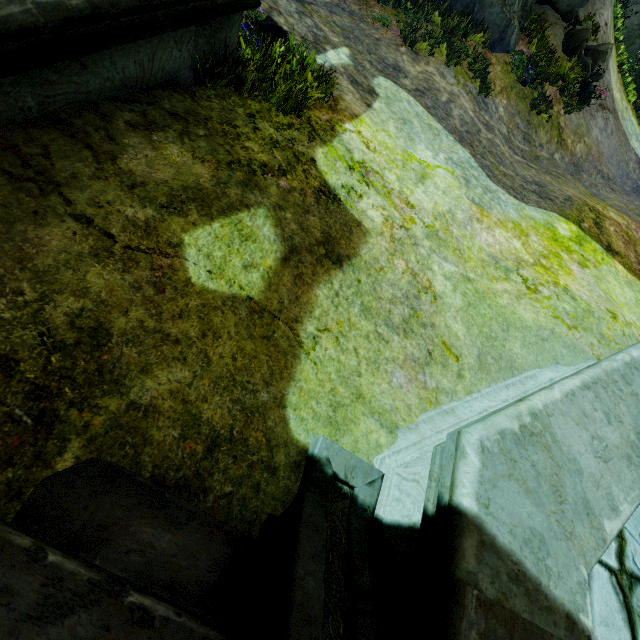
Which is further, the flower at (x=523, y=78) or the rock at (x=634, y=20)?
the rock at (x=634, y=20)

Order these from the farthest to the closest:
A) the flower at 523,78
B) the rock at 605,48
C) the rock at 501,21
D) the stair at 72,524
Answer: the rock at 605,48 < the flower at 523,78 < the rock at 501,21 < the stair at 72,524

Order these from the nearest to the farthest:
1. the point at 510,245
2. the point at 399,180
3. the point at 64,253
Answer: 1. the point at 64,253
2. the point at 399,180
3. the point at 510,245

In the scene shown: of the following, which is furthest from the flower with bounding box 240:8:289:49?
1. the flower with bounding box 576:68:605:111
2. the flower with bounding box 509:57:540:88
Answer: the flower with bounding box 576:68:605:111

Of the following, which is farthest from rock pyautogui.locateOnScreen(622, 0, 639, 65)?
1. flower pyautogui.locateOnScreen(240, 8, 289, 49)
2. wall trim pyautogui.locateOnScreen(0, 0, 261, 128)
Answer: wall trim pyautogui.locateOnScreen(0, 0, 261, 128)

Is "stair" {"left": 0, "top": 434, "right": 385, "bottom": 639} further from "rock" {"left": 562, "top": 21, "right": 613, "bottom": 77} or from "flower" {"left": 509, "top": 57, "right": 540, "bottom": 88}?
"flower" {"left": 509, "top": 57, "right": 540, "bottom": 88}

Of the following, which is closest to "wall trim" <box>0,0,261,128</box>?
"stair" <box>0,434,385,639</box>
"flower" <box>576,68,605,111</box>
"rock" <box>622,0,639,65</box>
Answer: "stair" <box>0,434,385,639</box>

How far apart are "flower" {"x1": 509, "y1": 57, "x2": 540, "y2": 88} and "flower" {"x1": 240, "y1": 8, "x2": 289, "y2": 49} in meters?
8.8 m
